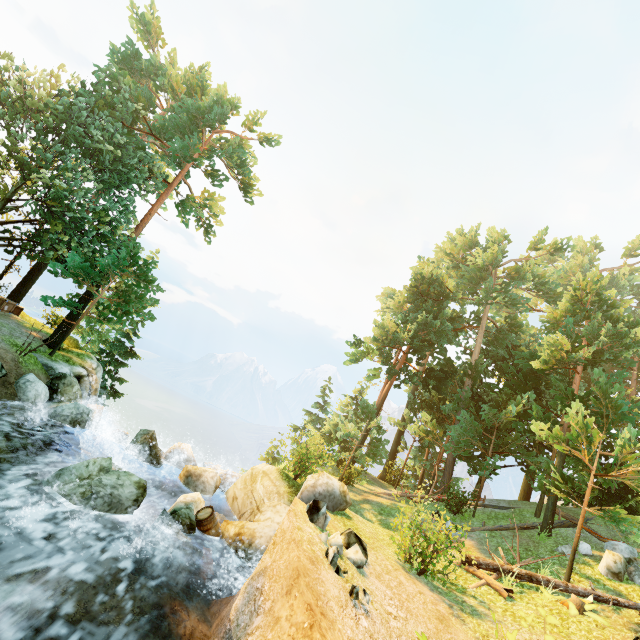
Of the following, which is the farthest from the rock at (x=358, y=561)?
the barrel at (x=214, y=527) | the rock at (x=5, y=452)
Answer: the barrel at (x=214, y=527)

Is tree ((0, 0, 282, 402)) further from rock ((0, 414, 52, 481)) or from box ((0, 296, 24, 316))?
rock ((0, 414, 52, 481))

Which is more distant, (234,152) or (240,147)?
(240,147)

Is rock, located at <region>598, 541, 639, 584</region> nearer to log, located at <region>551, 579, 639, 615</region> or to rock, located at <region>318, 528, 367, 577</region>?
log, located at <region>551, 579, 639, 615</region>

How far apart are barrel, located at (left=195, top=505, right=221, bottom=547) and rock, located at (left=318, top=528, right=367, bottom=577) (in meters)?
4.12

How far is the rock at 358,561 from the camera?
7.7 meters

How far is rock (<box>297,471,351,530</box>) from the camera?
9.28m

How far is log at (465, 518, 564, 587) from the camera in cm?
1132
